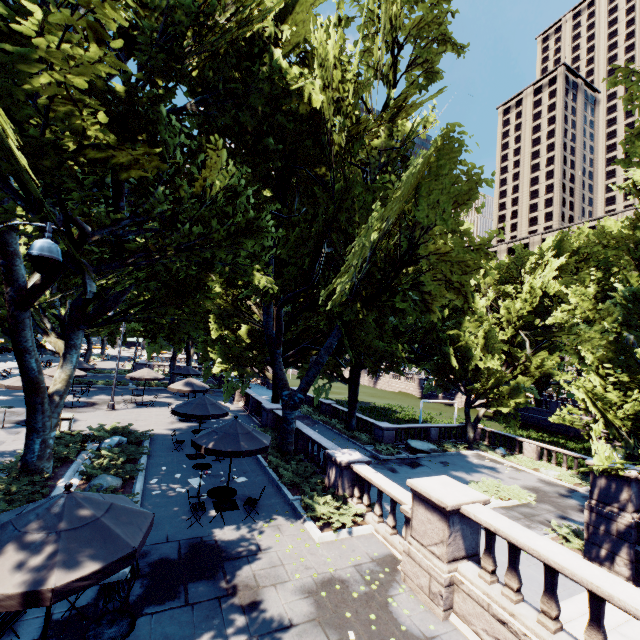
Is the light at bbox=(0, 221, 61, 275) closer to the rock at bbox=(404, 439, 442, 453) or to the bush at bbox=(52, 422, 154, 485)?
the bush at bbox=(52, 422, 154, 485)

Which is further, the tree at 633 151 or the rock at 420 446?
the rock at 420 446

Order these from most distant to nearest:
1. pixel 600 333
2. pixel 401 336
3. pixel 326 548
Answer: pixel 401 336, pixel 600 333, pixel 326 548

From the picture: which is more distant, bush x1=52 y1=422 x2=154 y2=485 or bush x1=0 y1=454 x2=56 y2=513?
bush x1=52 y1=422 x2=154 y2=485

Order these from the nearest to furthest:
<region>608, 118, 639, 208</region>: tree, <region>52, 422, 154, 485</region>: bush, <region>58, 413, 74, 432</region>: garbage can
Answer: <region>608, 118, 639, 208</region>: tree < <region>52, 422, 154, 485</region>: bush < <region>58, 413, 74, 432</region>: garbage can

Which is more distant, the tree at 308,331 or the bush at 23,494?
the bush at 23,494

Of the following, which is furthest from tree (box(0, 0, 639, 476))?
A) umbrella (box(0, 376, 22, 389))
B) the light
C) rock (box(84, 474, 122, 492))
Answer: umbrella (box(0, 376, 22, 389))

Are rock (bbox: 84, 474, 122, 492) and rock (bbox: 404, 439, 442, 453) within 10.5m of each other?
no
